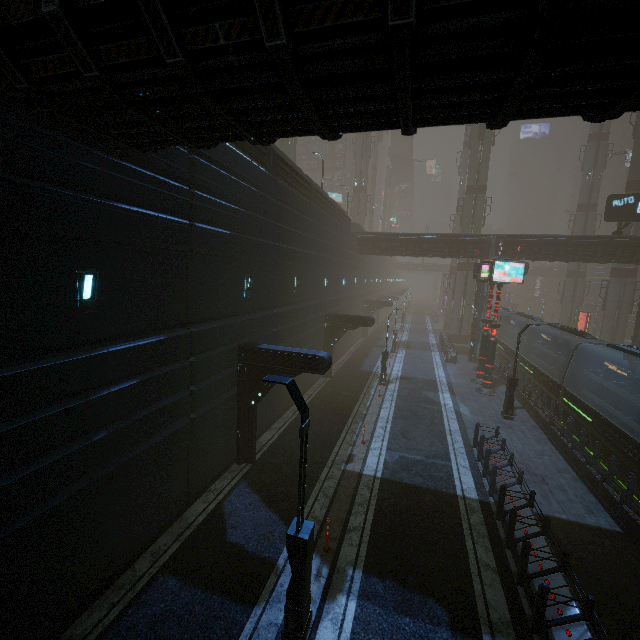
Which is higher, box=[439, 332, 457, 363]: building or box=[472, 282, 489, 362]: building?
box=[472, 282, 489, 362]: building

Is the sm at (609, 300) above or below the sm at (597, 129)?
below

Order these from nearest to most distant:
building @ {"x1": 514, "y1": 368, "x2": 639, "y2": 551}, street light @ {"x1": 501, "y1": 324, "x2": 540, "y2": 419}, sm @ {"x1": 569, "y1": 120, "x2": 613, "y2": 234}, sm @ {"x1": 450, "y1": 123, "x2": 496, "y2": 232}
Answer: building @ {"x1": 514, "y1": 368, "x2": 639, "y2": 551}, street light @ {"x1": 501, "y1": 324, "x2": 540, "y2": 419}, sm @ {"x1": 450, "y1": 123, "x2": 496, "y2": 232}, sm @ {"x1": 569, "y1": 120, "x2": 613, "y2": 234}

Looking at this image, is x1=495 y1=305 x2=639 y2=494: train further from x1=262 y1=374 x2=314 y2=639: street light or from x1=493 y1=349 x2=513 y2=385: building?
x1=262 y1=374 x2=314 y2=639: street light

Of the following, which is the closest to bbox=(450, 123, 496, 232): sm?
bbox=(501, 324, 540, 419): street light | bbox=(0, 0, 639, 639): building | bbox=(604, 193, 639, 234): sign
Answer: bbox=(0, 0, 639, 639): building

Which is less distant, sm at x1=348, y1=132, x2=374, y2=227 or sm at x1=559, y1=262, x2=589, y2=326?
sm at x1=559, y1=262, x2=589, y2=326

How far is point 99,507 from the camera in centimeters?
748cm

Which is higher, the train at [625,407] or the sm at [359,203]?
the sm at [359,203]
